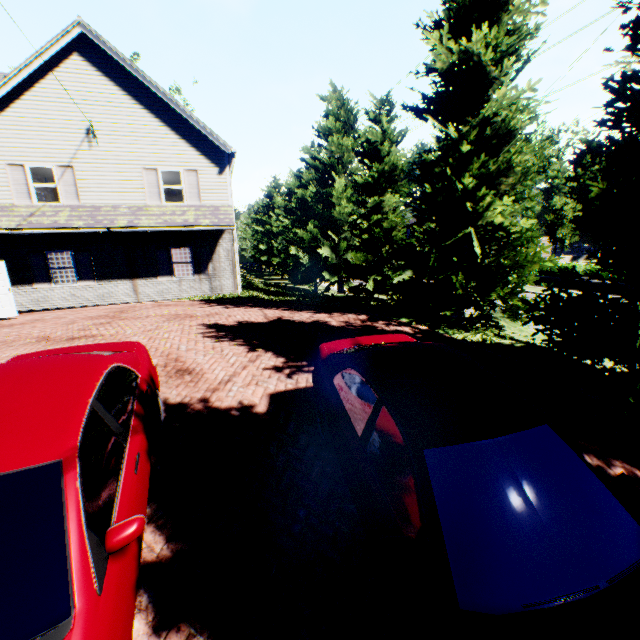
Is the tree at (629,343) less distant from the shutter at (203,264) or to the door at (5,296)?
the shutter at (203,264)

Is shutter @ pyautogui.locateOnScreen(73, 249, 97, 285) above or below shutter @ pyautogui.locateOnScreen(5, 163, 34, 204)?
below

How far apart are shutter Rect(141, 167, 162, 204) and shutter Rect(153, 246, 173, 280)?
1.83m

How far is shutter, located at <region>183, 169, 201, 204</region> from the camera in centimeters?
1506cm

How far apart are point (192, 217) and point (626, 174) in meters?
14.7 m

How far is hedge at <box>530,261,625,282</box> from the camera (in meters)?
21.95

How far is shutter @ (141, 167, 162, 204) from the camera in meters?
14.6 m

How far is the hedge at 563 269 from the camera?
22.0m
